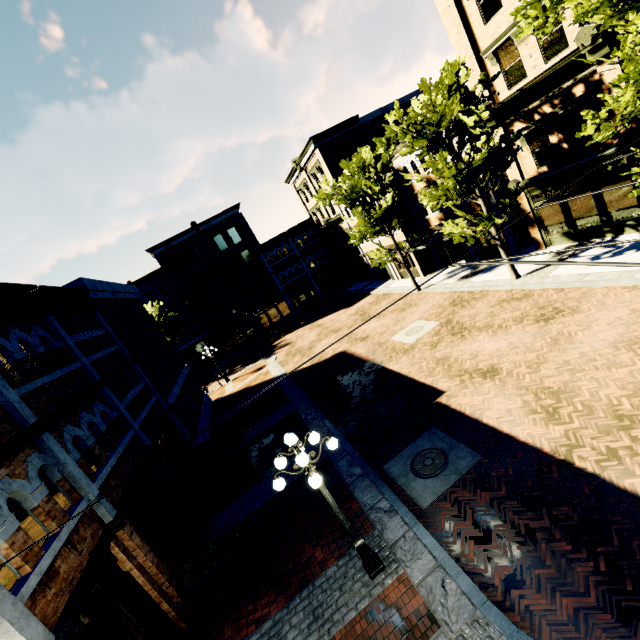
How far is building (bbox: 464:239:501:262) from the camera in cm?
2052

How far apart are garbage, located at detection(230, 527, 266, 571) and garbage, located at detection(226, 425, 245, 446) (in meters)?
6.82

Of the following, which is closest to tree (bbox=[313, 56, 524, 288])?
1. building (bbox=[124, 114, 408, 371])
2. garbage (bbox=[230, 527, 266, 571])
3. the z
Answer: the z

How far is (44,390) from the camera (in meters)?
8.14

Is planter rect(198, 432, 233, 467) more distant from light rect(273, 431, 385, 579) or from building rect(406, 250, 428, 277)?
building rect(406, 250, 428, 277)

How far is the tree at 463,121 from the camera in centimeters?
1330cm

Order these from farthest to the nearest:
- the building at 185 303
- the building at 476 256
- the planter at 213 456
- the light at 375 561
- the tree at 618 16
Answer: the building at 185 303
the building at 476 256
the planter at 213 456
the tree at 618 16
the light at 375 561

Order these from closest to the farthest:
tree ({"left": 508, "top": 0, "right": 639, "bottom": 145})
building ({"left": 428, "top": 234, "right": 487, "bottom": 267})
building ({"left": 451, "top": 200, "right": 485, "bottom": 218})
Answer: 1. tree ({"left": 508, "top": 0, "right": 639, "bottom": 145})
2. building ({"left": 451, "top": 200, "right": 485, "bottom": 218})
3. building ({"left": 428, "top": 234, "right": 487, "bottom": 267})
